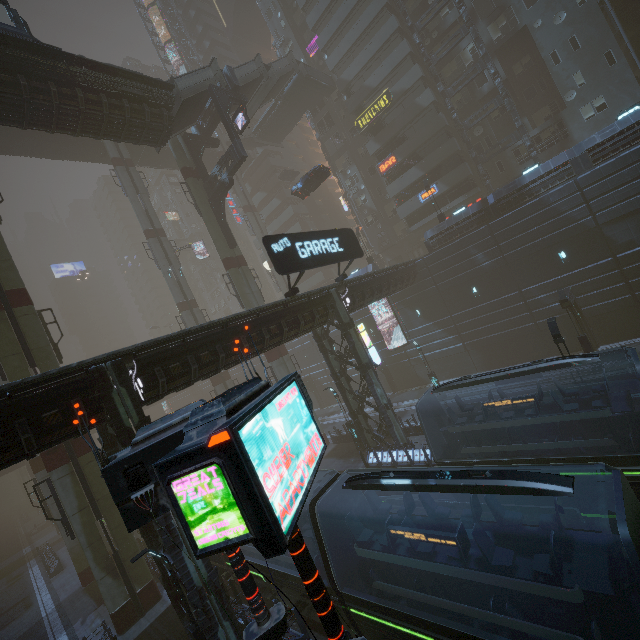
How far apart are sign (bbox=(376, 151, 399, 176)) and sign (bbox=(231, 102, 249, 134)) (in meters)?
20.16

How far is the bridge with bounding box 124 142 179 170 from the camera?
41.6m

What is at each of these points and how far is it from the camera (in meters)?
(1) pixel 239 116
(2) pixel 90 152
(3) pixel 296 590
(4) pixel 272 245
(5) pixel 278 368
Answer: (1) sign, 25.11
(2) bridge, 38.94
(3) train, 12.05
(4) sign, 15.09
(5) sm, 28.19

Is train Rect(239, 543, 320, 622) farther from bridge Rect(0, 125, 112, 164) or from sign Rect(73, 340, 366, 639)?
bridge Rect(0, 125, 112, 164)

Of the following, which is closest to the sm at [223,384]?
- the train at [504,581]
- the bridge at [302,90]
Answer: the train at [504,581]

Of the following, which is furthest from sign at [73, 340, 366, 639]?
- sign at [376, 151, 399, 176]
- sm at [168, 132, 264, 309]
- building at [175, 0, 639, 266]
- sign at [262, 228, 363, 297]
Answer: sign at [376, 151, 399, 176]

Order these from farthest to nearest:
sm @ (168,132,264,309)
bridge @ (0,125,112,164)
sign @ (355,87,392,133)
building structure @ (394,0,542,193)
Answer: sign @ (355,87,392,133)
bridge @ (0,125,112,164)
building structure @ (394,0,542,193)
sm @ (168,132,264,309)

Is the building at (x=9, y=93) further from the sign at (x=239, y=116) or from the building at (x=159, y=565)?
the building at (x=159, y=565)
